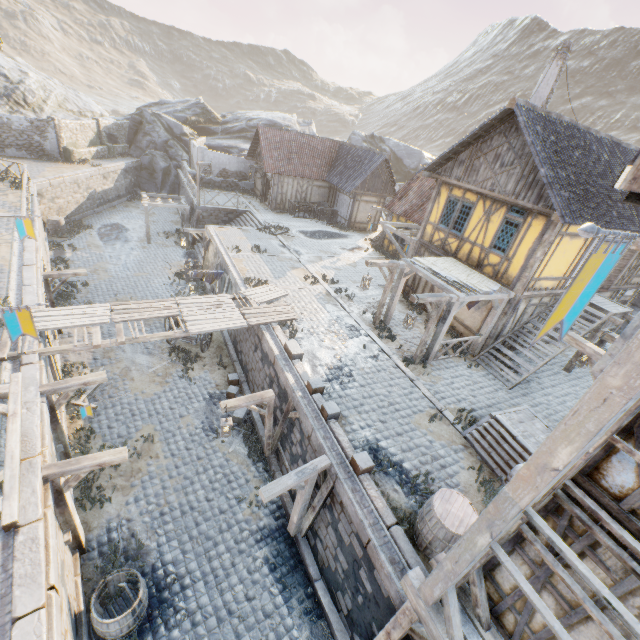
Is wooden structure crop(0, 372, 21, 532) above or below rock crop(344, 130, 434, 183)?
below

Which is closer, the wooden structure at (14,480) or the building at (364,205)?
the wooden structure at (14,480)

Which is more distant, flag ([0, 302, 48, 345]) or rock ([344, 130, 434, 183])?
rock ([344, 130, 434, 183])

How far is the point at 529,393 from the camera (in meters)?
12.02

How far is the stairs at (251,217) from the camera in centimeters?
2389cm

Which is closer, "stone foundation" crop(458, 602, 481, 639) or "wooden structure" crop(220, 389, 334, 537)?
"stone foundation" crop(458, 602, 481, 639)

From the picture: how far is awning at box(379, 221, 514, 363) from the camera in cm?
1121

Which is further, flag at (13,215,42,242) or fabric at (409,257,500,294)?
fabric at (409,257,500,294)
